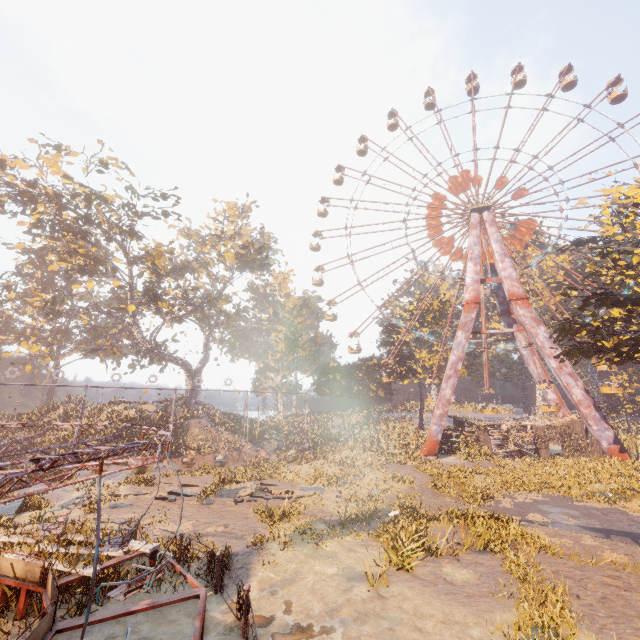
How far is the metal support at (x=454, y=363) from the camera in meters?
27.3

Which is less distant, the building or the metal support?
the metal support

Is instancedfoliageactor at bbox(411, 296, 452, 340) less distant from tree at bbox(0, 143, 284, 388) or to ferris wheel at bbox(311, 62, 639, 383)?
ferris wheel at bbox(311, 62, 639, 383)

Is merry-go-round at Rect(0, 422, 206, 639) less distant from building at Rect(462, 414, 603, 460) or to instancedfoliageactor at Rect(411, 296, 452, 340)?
instancedfoliageactor at Rect(411, 296, 452, 340)

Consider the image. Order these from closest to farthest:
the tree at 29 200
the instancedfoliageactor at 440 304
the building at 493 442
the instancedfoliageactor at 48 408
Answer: the tree at 29 200 → the building at 493 442 → the instancedfoliageactor at 48 408 → the instancedfoliageactor at 440 304

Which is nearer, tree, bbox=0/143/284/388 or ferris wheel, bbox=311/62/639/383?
tree, bbox=0/143/284/388

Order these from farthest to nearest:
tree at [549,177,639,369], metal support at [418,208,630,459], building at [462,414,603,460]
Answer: building at [462,414,603,460]
metal support at [418,208,630,459]
tree at [549,177,639,369]

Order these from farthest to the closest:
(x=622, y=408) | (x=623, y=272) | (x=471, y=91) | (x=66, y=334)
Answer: (x=66, y=334) → (x=471, y=91) → (x=622, y=408) → (x=623, y=272)
